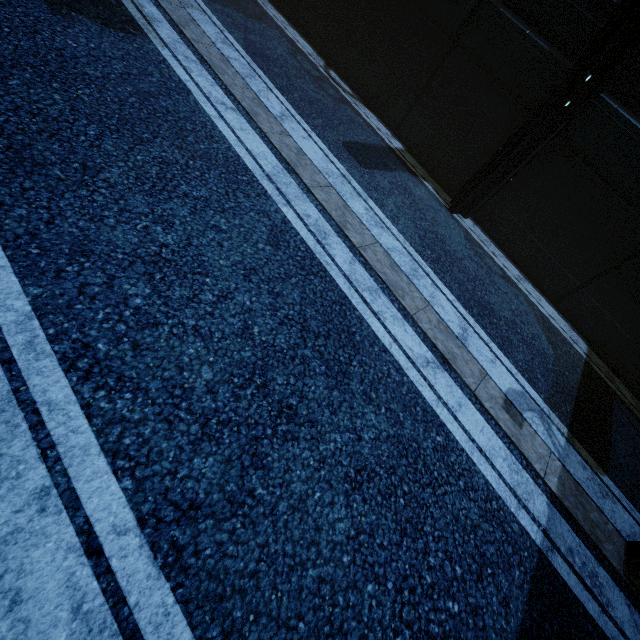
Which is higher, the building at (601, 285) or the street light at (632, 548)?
the building at (601, 285)

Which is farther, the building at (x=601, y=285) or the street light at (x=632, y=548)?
the building at (x=601, y=285)

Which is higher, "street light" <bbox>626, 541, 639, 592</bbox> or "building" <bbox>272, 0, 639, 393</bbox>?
"building" <bbox>272, 0, 639, 393</bbox>

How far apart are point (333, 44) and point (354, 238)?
8.05m

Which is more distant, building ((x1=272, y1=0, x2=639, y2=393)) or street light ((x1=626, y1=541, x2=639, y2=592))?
building ((x1=272, y1=0, x2=639, y2=393))
